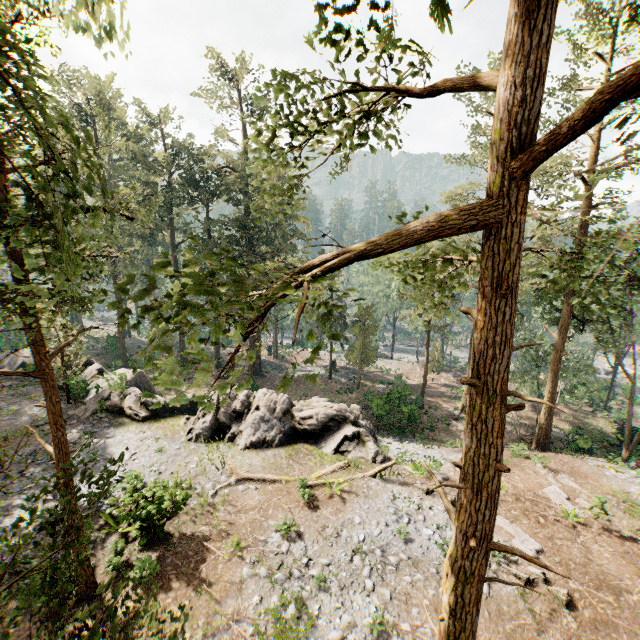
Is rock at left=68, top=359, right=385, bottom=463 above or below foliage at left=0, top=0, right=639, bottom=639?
below

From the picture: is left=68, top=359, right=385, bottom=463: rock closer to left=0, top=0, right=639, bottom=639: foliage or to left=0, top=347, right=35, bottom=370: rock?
left=0, top=347, right=35, bottom=370: rock

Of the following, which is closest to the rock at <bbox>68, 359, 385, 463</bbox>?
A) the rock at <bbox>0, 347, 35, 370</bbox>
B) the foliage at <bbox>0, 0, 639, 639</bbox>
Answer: the rock at <bbox>0, 347, 35, 370</bbox>

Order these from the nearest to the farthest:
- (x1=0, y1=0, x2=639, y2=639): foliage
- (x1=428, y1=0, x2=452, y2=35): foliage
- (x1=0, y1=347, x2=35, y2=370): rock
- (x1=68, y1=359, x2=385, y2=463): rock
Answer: (x1=428, y1=0, x2=452, y2=35): foliage < (x1=0, y1=0, x2=639, y2=639): foliage < (x1=68, y1=359, x2=385, y2=463): rock < (x1=0, y1=347, x2=35, y2=370): rock

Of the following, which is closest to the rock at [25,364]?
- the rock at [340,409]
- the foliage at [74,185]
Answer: the rock at [340,409]

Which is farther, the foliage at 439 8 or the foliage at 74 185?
the foliage at 74 185

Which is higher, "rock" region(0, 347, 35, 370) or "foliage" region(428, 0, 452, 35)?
"foliage" region(428, 0, 452, 35)

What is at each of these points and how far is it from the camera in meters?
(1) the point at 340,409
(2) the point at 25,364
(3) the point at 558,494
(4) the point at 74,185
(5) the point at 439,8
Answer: (1) rock, 20.8 m
(2) rock, 28.0 m
(3) foliage, 16.3 m
(4) foliage, 4.3 m
(5) foliage, 1.2 m
